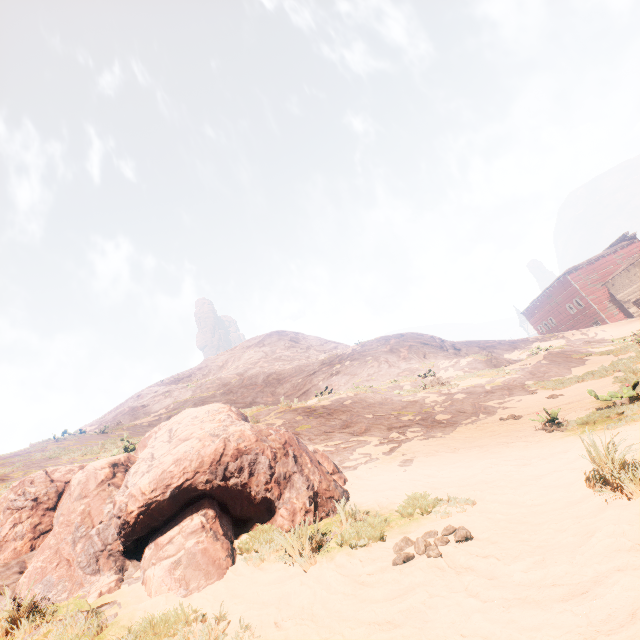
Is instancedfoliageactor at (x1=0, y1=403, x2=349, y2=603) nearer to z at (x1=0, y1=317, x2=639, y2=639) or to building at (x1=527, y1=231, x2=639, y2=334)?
z at (x1=0, y1=317, x2=639, y2=639)

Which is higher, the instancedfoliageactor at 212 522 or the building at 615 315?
the building at 615 315

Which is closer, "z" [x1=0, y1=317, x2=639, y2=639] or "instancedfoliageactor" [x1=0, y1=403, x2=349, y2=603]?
"z" [x1=0, y1=317, x2=639, y2=639]

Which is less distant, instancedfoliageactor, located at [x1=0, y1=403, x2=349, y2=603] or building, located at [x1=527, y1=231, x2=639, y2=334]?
instancedfoliageactor, located at [x1=0, y1=403, x2=349, y2=603]

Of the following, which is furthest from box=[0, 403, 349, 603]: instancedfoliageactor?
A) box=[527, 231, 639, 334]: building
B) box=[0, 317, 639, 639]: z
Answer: box=[527, 231, 639, 334]: building

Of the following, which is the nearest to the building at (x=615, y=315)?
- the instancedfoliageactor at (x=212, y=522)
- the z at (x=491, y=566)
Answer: the z at (x=491, y=566)

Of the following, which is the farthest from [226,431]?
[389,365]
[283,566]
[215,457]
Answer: [389,365]

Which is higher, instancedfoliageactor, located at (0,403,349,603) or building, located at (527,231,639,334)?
building, located at (527,231,639,334)
